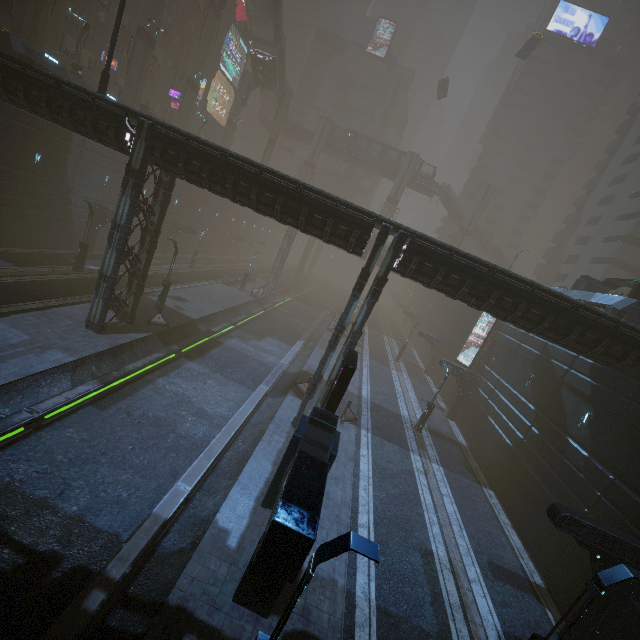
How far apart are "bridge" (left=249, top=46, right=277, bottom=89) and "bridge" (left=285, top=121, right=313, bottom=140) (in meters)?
7.65

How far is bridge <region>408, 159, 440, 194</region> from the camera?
57.56m

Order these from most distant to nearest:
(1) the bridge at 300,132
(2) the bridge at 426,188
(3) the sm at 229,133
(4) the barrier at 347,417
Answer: (1) the bridge at 300,132 < (2) the bridge at 426,188 < (3) the sm at 229,133 < (4) the barrier at 347,417

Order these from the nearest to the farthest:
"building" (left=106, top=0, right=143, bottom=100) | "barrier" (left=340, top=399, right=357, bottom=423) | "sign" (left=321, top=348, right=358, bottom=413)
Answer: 1. "sign" (left=321, top=348, right=358, bottom=413)
2. "barrier" (left=340, top=399, right=357, bottom=423)
3. "building" (left=106, top=0, right=143, bottom=100)

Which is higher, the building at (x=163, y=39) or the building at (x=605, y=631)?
the building at (x=163, y=39)

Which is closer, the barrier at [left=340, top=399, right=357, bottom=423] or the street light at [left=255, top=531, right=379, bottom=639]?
the street light at [left=255, top=531, right=379, bottom=639]

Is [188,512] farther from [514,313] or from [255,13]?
[255,13]

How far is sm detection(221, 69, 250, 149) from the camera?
52.2m
